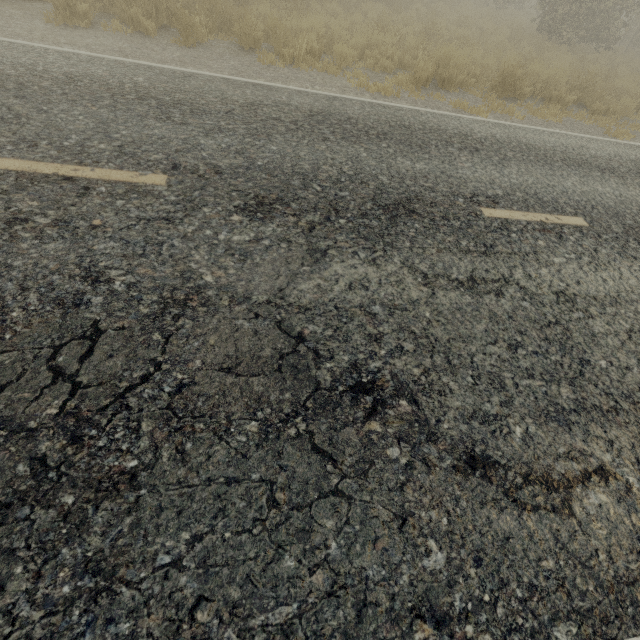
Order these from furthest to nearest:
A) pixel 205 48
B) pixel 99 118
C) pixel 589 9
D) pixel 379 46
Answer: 1. pixel 589 9
2. pixel 379 46
3. pixel 205 48
4. pixel 99 118

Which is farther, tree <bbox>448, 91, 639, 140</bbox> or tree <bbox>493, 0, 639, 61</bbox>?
tree <bbox>493, 0, 639, 61</bbox>

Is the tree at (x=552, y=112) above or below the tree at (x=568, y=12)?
below

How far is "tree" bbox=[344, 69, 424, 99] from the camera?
6.72m

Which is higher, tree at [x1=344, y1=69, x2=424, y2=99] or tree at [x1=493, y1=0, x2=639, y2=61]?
tree at [x1=493, y1=0, x2=639, y2=61]
